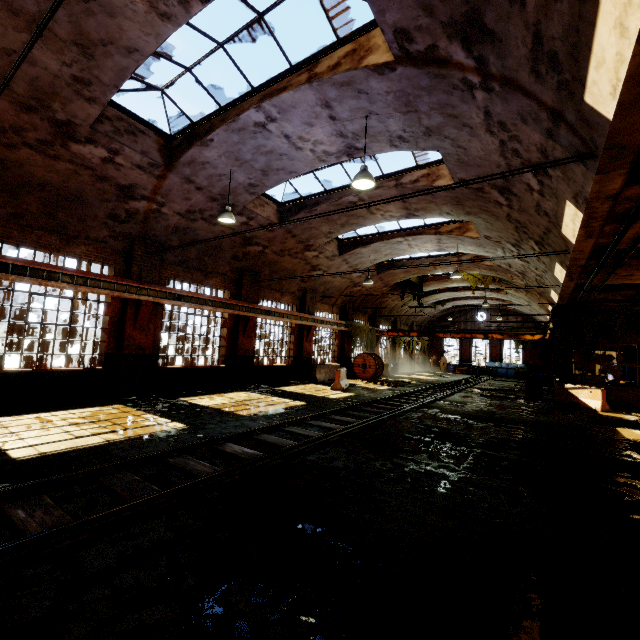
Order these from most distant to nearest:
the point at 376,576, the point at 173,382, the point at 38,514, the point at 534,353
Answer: the point at 534,353
the point at 173,382
the point at 38,514
the point at 376,576

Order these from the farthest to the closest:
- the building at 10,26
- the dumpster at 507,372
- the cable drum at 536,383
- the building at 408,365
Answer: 1. the dumpster at 507,372
2. the building at 408,365
3. the cable drum at 536,383
4. the building at 10,26

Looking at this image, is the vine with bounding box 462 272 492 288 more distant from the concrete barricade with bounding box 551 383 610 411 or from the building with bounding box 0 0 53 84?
the concrete barricade with bounding box 551 383 610 411

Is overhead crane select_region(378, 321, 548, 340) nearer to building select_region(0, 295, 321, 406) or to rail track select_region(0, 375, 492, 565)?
→ building select_region(0, 295, 321, 406)

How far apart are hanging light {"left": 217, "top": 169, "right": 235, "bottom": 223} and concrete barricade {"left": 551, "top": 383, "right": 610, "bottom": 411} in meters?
16.7

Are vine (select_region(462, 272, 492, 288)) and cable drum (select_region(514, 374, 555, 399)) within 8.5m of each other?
yes

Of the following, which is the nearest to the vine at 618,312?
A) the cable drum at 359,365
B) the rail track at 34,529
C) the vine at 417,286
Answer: the rail track at 34,529

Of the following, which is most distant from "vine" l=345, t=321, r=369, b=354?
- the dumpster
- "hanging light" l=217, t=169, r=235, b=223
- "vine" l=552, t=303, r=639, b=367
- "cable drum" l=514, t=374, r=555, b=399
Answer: "hanging light" l=217, t=169, r=235, b=223
